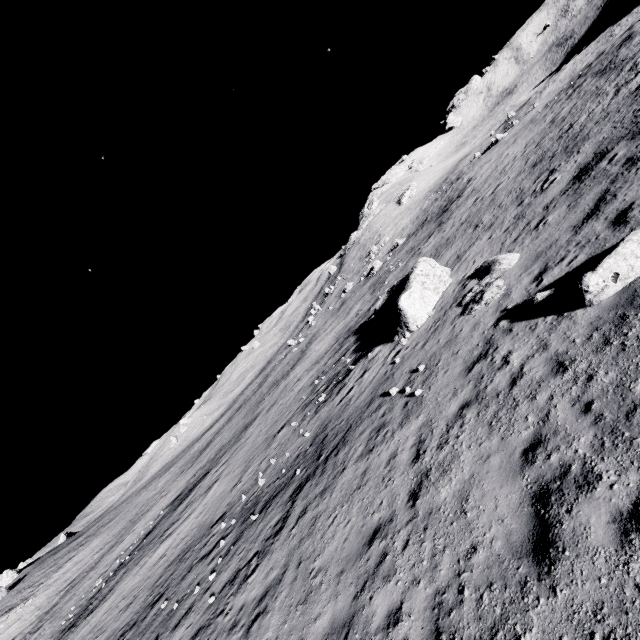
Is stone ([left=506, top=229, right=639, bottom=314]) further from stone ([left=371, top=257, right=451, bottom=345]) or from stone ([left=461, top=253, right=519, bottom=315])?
stone ([left=371, top=257, right=451, bottom=345])

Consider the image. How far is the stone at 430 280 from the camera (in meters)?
16.58

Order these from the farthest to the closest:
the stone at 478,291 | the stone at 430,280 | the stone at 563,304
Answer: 1. the stone at 430,280
2. the stone at 478,291
3. the stone at 563,304

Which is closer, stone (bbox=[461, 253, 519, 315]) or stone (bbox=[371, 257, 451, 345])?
stone (bbox=[461, 253, 519, 315])

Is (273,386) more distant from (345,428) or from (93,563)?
(345,428)

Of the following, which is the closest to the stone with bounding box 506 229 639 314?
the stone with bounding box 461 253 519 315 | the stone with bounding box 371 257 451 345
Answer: the stone with bounding box 461 253 519 315

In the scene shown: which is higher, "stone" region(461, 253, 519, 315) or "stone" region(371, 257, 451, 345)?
A: "stone" region(371, 257, 451, 345)
